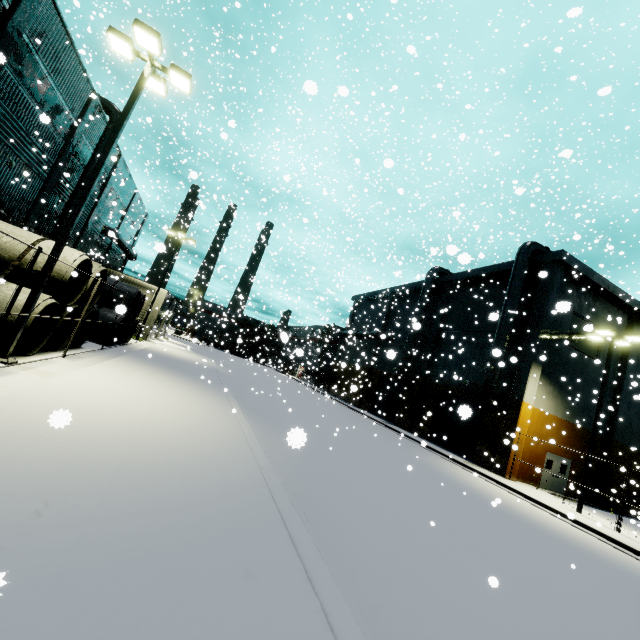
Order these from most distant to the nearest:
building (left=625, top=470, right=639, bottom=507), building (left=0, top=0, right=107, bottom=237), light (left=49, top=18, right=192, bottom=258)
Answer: building (left=625, top=470, right=639, bottom=507) → building (left=0, top=0, right=107, bottom=237) → light (left=49, top=18, right=192, bottom=258)

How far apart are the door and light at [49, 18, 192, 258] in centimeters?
2863cm

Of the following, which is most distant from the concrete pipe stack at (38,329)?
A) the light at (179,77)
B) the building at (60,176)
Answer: the building at (60,176)

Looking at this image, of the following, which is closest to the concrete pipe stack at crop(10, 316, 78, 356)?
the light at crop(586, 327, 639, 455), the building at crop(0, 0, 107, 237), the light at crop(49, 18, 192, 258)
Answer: the light at crop(49, 18, 192, 258)

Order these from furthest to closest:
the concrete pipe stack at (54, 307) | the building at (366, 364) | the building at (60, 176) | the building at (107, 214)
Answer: the building at (366, 364) < the building at (107, 214) < the building at (60, 176) < the concrete pipe stack at (54, 307)

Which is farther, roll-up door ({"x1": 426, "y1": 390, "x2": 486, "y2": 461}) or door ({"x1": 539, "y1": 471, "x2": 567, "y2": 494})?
roll-up door ({"x1": 426, "y1": 390, "x2": 486, "y2": 461})

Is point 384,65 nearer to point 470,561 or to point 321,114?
point 321,114

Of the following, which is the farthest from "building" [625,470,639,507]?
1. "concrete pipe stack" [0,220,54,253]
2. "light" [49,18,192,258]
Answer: "light" [49,18,192,258]
